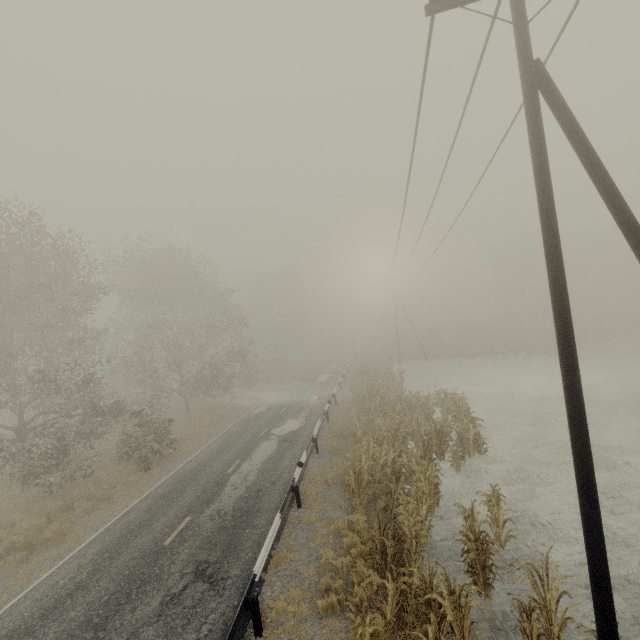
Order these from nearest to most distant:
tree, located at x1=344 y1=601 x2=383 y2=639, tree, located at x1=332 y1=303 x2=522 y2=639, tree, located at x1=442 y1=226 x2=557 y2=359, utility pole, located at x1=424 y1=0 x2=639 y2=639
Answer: utility pole, located at x1=424 y1=0 x2=639 y2=639 → tree, located at x1=344 y1=601 x2=383 y2=639 → tree, located at x1=332 y1=303 x2=522 y2=639 → tree, located at x1=442 y1=226 x2=557 y2=359

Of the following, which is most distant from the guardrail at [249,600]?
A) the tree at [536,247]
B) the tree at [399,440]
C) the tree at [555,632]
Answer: the tree at [555,632]

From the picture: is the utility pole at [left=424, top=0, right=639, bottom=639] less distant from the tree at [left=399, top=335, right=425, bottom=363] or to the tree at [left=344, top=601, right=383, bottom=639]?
the tree at [left=344, top=601, right=383, bottom=639]

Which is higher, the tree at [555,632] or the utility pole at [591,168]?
the utility pole at [591,168]

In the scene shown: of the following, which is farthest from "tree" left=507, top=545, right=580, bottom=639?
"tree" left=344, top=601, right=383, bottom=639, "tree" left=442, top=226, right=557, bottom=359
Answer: "tree" left=442, top=226, right=557, bottom=359

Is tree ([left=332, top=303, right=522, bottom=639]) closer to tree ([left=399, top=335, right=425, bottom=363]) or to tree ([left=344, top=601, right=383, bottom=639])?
tree ([left=344, top=601, right=383, bottom=639])

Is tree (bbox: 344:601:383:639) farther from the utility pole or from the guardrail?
the utility pole

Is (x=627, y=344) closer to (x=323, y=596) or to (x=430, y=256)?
(x=430, y=256)
